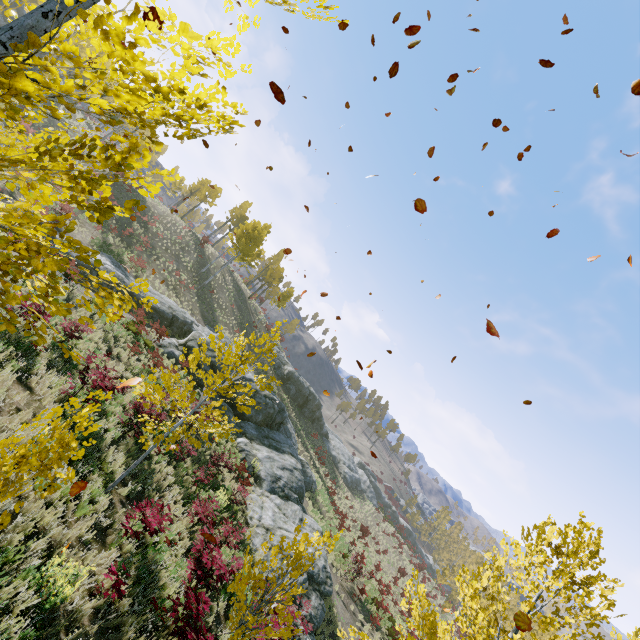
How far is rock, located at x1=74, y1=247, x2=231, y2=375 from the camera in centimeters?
2058cm

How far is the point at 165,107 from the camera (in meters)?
2.39

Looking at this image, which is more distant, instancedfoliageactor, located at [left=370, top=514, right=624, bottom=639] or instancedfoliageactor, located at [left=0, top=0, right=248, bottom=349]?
instancedfoliageactor, located at [left=370, top=514, right=624, bottom=639]

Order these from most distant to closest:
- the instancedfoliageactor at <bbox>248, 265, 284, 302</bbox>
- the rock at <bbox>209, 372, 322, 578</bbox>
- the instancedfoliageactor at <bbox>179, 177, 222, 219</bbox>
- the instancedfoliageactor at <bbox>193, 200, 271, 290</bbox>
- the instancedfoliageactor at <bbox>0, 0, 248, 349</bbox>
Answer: the instancedfoliageactor at <bbox>248, 265, 284, 302</bbox>
the instancedfoliageactor at <bbox>179, 177, 222, 219</bbox>
the instancedfoliageactor at <bbox>193, 200, 271, 290</bbox>
the rock at <bbox>209, 372, 322, 578</bbox>
the instancedfoliageactor at <bbox>0, 0, 248, 349</bbox>

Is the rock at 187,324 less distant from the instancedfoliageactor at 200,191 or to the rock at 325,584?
the rock at 325,584

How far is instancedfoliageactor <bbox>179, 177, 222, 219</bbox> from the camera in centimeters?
4584cm

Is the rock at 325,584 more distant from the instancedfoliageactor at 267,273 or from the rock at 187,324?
the instancedfoliageactor at 267,273

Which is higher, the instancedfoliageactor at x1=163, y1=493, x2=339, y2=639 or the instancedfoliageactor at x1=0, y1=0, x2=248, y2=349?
the instancedfoliageactor at x1=0, y1=0, x2=248, y2=349
